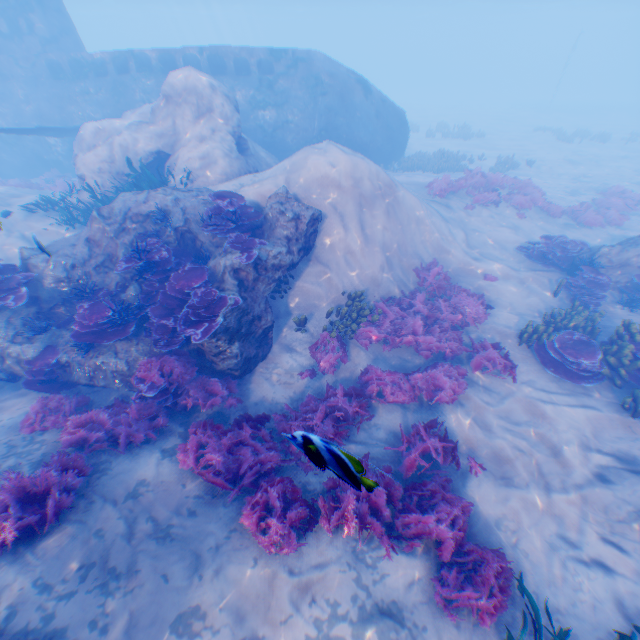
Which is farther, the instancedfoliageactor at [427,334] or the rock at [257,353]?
the instancedfoliageactor at [427,334]

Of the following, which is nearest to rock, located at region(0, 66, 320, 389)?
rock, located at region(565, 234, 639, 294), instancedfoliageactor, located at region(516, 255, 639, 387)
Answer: instancedfoliageactor, located at region(516, 255, 639, 387)

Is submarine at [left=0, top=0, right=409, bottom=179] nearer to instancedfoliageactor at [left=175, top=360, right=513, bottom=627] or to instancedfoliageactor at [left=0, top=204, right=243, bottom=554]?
instancedfoliageactor at [left=175, top=360, right=513, bottom=627]

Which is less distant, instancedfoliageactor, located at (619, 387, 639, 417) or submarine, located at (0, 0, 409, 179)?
instancedfoliageactor, located at (619, 387, 639, 417)

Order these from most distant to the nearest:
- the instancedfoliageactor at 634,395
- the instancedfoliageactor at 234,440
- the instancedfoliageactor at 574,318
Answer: the instancedfoliageactor at 574,318 < the instancedfoliageactor at 634,395 < the instancedfoliageactor at 234,440

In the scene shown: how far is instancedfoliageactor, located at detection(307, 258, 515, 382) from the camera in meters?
8.6

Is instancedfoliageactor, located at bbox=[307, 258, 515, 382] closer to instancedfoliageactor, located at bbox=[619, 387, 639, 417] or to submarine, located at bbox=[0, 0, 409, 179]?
instancedfoliageactor, located at bbox=[619, 387, 639, 417]

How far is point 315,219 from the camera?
9.4m
